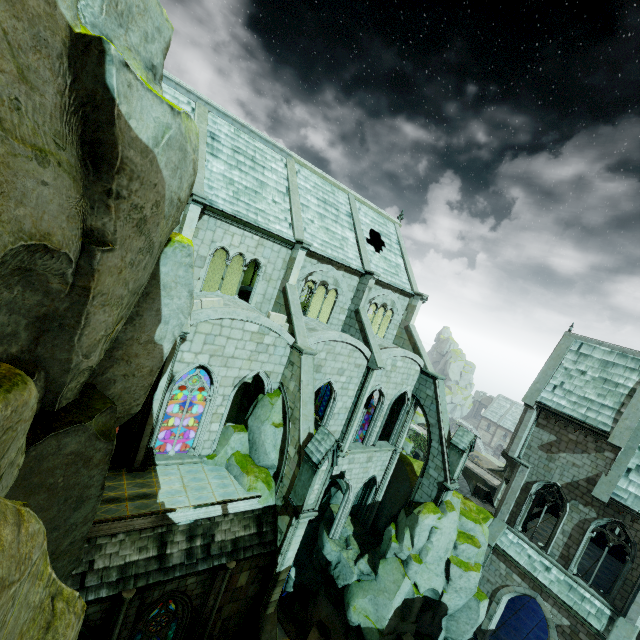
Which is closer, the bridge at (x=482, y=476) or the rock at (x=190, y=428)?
the rock at (x=190, y=428)

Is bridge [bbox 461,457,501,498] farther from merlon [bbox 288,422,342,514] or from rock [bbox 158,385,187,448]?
merlon [bbox 288,422,342,514]

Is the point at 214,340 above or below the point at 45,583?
below

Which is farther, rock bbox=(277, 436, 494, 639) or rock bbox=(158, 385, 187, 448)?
rock bbox=(158, 385, 187, 448)

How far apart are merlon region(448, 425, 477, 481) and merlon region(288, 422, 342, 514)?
10.9m

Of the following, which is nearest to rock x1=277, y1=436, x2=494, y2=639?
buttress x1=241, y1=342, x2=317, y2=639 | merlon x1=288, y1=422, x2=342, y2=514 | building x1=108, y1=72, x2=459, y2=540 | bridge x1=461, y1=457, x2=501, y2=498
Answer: building x1=108, y1=72, x2=459, y2=540

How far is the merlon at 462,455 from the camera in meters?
20.4 m

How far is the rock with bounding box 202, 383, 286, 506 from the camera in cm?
1466
